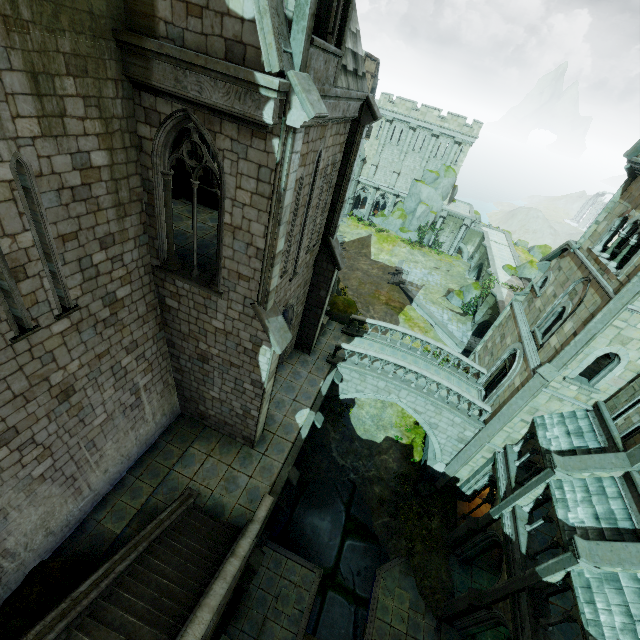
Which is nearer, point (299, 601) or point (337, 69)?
point (337, 69)

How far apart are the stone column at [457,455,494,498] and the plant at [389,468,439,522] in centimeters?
116cm

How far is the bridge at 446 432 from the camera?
17.8m

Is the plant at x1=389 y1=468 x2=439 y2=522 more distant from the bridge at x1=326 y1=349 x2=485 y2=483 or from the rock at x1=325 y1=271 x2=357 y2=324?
the rock at x1=325 y1=271 x2=357 y2=324

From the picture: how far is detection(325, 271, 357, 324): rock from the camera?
22.0m

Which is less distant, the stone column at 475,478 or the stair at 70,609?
the stair at 70,609

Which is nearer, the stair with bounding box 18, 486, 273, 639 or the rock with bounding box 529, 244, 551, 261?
the stair with bounding box 18, 486, 273, 639

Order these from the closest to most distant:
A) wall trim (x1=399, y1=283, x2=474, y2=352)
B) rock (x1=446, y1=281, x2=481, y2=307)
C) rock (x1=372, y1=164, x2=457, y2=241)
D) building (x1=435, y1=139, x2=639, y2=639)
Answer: building (x1=435, y1=139, x2=639, y2=639) → wall trim (x1=399, y1=283, x2=474, y2=352) → rock (x1=446, y1=281, x2=481, y2=307) → rock (x1=372, y1=164, x2=457, y2=241)
